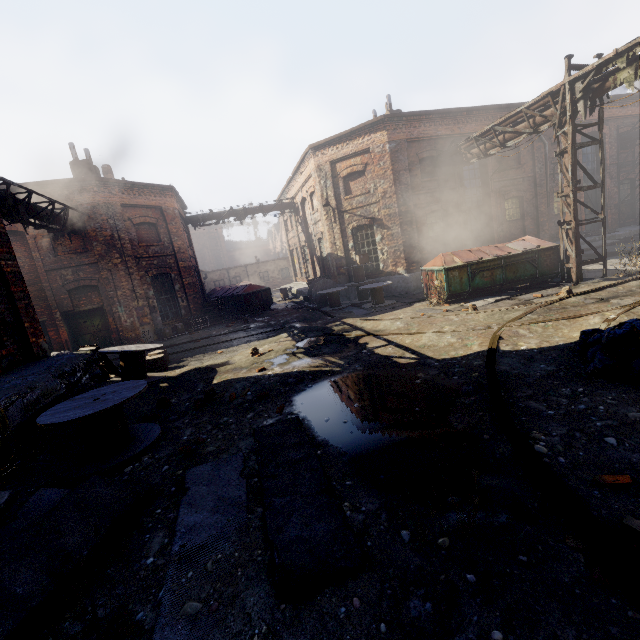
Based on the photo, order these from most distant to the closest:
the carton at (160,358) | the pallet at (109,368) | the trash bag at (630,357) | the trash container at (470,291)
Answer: the trash container at (470,291)
the carton at (160,358)
the pallet at (109,368)
the trash bag at (630,357)

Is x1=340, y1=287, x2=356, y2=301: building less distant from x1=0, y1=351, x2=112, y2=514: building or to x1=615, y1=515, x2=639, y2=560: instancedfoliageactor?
x1=0, y1=351, x2=112, y2=514: building

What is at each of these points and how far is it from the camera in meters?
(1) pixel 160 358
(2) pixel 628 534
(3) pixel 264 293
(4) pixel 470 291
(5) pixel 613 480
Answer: (1) carton, 9.8 m
(2) instancedfoliageactor, 2.3 m
(3) trash container, 21.0 m
(4) trash container, 11.9 m
(5) instancedfoliageactor, 3.0 m

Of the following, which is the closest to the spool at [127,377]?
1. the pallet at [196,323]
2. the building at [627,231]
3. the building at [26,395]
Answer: the building at [26,395]

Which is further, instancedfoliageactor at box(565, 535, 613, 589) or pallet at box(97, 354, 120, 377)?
pallet at box(97, 354, 120, 377)

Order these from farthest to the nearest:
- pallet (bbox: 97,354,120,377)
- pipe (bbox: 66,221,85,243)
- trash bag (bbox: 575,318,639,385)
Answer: pipe (bbox: 66,221,85,243) → pallet (bbox: 97,354,120,377) → trash bag (bbox: 575,318,639,385)

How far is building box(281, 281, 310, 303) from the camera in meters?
20.7 m

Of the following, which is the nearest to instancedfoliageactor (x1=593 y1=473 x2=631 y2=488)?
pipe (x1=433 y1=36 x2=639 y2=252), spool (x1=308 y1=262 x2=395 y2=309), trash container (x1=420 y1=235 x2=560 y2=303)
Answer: pipe (x1=433 y1=36 x2=639 y2=252)
